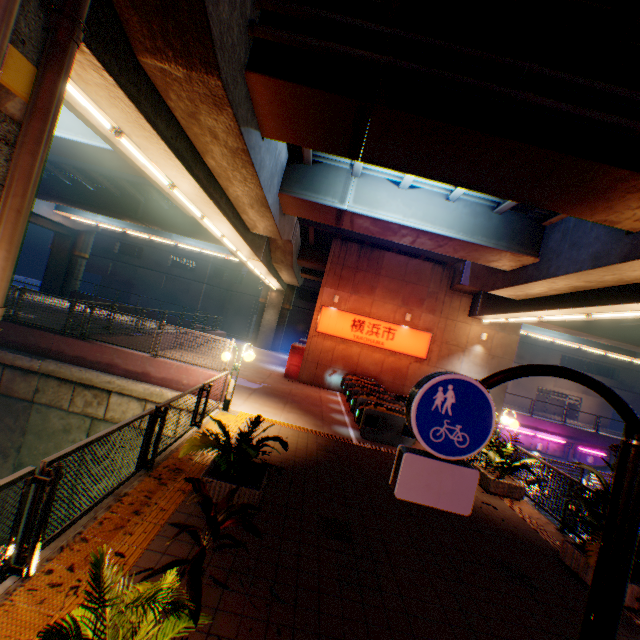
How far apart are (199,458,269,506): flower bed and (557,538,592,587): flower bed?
5.9m

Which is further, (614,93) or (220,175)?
(220,175)

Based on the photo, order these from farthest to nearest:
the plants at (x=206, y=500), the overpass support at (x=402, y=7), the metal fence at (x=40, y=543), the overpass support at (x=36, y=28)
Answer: the overpass support at (x=402, y=7), the metal fence at (x=40, y=543), the overpass support at (x=36, y=28), the plants at (x=206, y=500)

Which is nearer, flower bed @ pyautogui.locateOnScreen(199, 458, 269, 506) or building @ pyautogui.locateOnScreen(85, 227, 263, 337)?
flower bed @ pyautogui.locateOnScreen(199, 458, 269, 506)

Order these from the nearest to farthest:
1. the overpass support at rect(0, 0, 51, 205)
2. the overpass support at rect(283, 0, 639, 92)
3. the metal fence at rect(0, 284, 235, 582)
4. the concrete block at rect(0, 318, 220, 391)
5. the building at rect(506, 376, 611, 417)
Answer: the overpass support at rect(0, 0, 51, 205) → the metal fence at rect(0, 284, 235, 582) → the overpass support at rect(283, 0, 639, 92) → the concrete block at rect(0, 318, 220, 391) → the building at rect(506, 376, 611, 417)

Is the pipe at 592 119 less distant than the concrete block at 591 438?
Yes

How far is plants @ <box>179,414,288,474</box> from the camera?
5.39m

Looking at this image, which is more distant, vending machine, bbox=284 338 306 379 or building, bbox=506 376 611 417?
building, bbox=506 376 611 417
